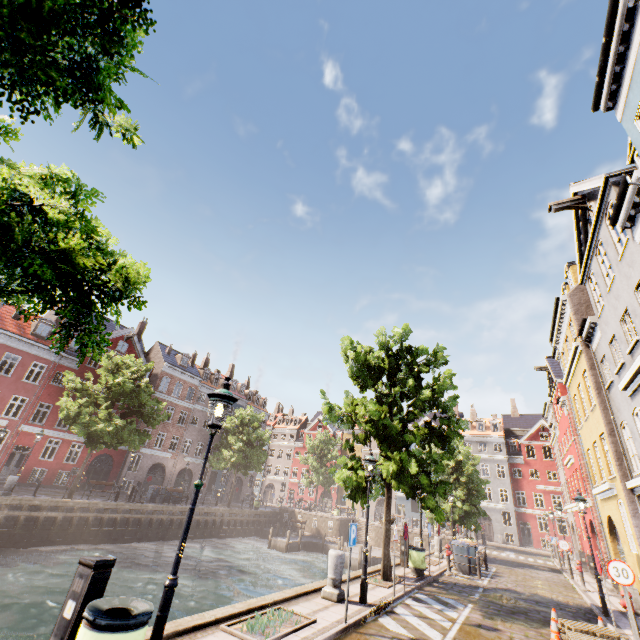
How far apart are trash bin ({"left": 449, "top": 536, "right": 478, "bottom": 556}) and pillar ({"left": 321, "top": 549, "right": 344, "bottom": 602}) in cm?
1234

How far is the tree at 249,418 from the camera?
34.4 meters

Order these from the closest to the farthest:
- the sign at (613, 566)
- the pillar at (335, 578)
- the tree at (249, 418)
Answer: the sign at (613, 566) < the pillar at (335, 578) < the tree at (249, 418)

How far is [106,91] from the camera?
3.0 meters

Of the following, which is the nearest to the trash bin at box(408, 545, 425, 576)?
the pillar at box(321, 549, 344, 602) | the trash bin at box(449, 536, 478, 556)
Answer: the trash bin at box(449, 536, 478, 556)

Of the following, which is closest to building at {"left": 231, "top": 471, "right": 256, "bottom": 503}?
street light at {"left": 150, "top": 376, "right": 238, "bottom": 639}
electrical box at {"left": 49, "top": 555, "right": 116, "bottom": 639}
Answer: electrical box at {"left": 49, "top": 555, "right": 116, "bottom": 639}

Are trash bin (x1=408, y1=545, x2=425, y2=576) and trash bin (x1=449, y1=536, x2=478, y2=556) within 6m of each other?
yes

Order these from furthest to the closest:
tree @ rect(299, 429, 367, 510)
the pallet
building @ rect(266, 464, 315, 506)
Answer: building @ rect(266, 464, 315, 506) → tree @ rect(299, 429, 367, 510) → the pallet
